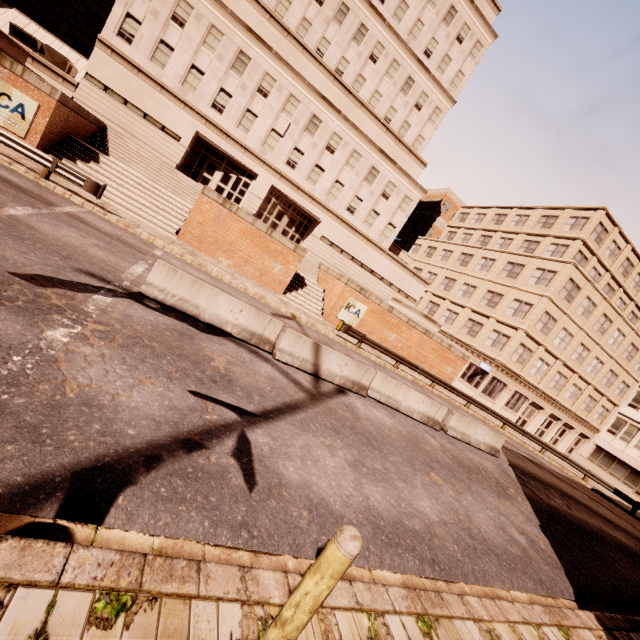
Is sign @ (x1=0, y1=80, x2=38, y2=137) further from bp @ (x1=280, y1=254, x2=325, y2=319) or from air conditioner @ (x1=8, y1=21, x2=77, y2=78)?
bp @ (x1=280, y1=254, x2=325, y2=319)

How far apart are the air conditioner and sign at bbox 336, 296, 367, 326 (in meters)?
26.32

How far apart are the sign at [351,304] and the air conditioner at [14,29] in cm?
2632

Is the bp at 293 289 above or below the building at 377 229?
below

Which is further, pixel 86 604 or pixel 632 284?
pixel 632 284

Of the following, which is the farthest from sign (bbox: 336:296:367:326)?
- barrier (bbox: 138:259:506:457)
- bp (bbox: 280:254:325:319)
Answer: barrier (bbox: 138:259:506:457)

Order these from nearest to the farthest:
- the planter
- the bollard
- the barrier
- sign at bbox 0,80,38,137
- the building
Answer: the bollard < the barrier < sign at bbox 0,80,38,137 < the planter < the building

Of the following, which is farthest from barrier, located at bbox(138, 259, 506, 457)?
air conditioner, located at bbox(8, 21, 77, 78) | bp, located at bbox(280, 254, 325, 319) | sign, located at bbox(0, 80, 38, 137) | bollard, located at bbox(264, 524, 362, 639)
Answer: air conditioner, located at bbox(8, 21, 77, 78)
